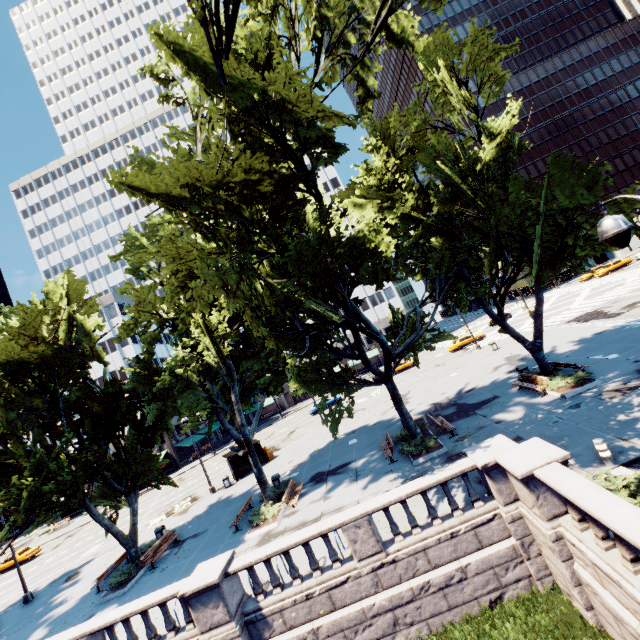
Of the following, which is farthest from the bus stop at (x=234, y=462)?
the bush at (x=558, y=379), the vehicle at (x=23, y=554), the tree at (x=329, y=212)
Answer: the vehicle at (x=23, y=554)

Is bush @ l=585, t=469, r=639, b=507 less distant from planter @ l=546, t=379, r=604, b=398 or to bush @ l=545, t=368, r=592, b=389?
planter @ l=546, t=379, r=604, b=398

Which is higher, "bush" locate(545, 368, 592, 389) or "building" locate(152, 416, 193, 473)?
"building" locate(152, 416, 193, 473)

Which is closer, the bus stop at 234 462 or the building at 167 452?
the bus stop at 234 462

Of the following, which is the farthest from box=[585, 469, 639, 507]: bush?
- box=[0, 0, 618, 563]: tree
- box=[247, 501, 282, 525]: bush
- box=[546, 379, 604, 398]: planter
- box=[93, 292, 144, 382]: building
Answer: box=[93, 292, 144, 382]: building

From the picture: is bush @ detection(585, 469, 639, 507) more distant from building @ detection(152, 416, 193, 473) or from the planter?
building @ detection(152, 416, 193, 473)

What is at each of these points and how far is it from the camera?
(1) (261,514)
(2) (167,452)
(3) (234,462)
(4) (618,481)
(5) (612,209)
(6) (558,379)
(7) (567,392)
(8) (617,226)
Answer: (1) bush, 18.3m
(2) building, 54.4m
(3) bus stop, 29.2m
(4) bush, 9.1m
(5) tree, 13.7m
(6) bush, 17.5m
(7) planter, 16.3m
(8) light, 5.1m

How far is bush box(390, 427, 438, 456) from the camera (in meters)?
17.06
